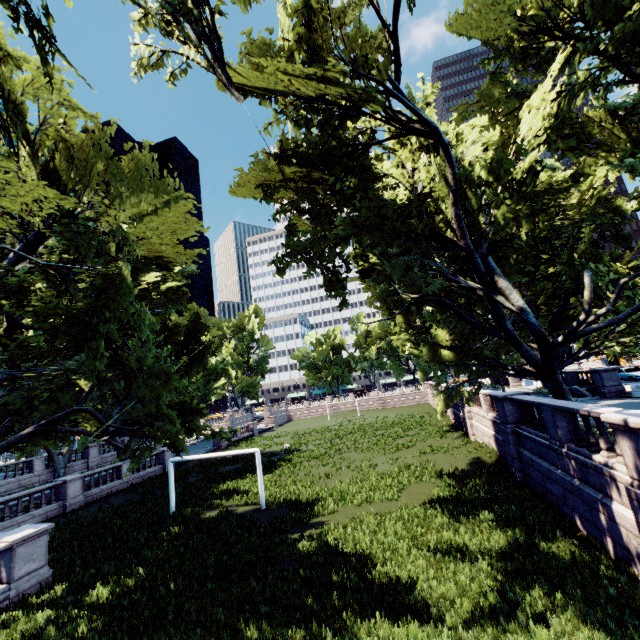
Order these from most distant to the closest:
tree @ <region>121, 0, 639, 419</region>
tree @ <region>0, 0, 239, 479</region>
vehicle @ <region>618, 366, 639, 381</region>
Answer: vehicle @ <region>618, 366, 639, 381</region> < tree @ <region>121, 0, 639, 419</region> < tree @ <region>0, 0, 239, 479</region>

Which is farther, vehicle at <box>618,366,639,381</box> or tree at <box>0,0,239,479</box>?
vehicle at <box>618,366,639,381</box>

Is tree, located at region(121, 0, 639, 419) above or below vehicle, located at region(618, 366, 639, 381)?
above

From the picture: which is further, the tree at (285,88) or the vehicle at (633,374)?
the vehicle at (633,374)

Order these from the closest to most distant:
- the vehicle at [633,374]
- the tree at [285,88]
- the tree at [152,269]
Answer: the tree at [152,269], the tree at [285,88], the vehicle at [633,374]

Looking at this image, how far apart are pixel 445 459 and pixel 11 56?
27.9 meters

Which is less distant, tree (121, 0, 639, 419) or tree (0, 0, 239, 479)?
tree (0, 0, 239, 479)
